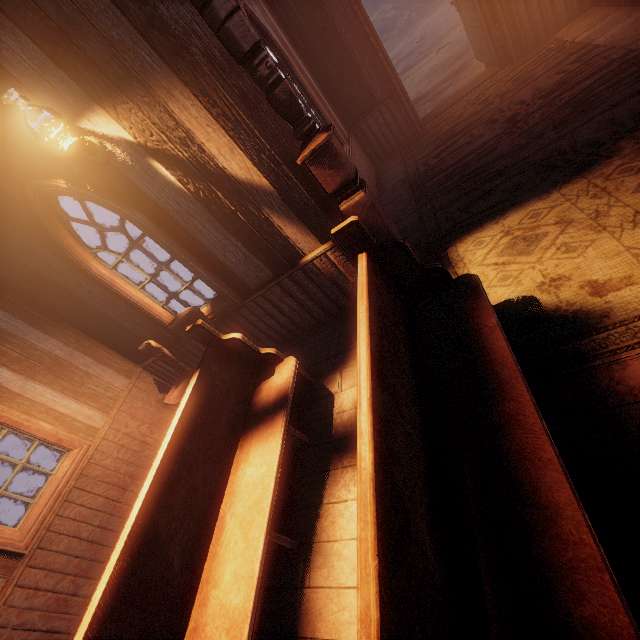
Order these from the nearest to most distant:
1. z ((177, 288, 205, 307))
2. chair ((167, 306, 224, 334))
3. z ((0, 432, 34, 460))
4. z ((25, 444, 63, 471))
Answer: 1. chair ((167, 306, 224, 334))
2. z ((25, 444, 63, 471))
3. z ((177, 288, 205, 307))
4. z ((0, 432, 34, 460))

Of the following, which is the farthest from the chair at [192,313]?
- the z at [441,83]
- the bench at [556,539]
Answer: the z at [441,83]

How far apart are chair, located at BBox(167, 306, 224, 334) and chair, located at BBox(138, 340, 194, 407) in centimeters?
28cm

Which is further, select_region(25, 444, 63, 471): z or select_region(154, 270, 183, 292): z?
select_region(154, 270, 183, 292): z

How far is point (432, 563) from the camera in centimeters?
119cm

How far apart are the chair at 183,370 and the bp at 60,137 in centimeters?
206cm

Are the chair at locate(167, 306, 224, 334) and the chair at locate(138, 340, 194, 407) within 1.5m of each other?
yes

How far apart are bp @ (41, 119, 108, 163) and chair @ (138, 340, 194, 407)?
2.1 meters
